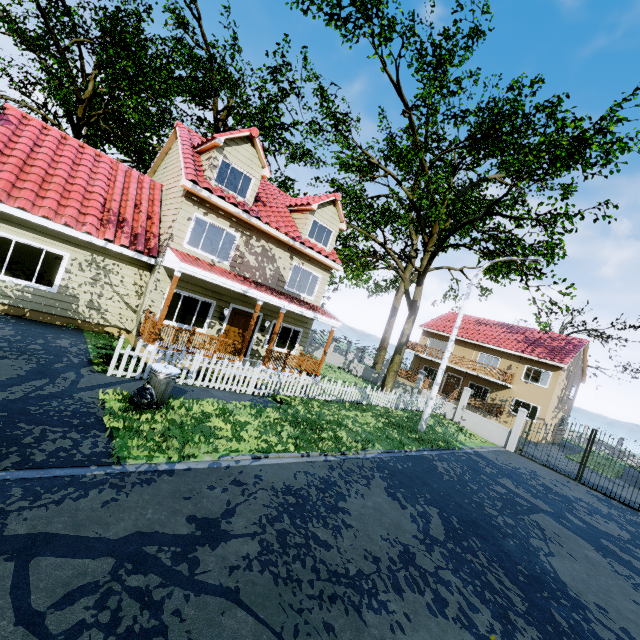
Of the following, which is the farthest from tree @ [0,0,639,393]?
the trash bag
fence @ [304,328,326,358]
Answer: the trash bag

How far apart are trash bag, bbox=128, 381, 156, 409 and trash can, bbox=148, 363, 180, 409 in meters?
0.0 m

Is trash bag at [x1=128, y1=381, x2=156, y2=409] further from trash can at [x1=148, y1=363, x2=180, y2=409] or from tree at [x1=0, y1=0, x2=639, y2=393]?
tree at [x1=0, y1=0, x2=639, y2=393]

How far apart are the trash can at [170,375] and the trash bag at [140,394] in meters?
0.0

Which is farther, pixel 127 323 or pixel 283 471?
pixel 127 323

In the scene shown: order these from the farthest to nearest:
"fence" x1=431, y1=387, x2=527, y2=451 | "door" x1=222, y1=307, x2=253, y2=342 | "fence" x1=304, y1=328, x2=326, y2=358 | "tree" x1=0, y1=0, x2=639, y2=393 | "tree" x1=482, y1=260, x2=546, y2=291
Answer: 1. "fence" x1=304, y1=328, x2=326, y2=358
2. "fence" x1=431, y1=387, x2=527, y2=451
3. "tree" x1=482, y1=260, x2=546, y2=291
4. "door" x1=222, y1=307, x2=253, y2=342
5. "tree" x1=0, y1=0, x2=639, y2=393

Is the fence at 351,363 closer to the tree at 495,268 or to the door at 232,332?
the tree at 495,268

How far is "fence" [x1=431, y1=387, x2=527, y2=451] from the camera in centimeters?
1855cm
